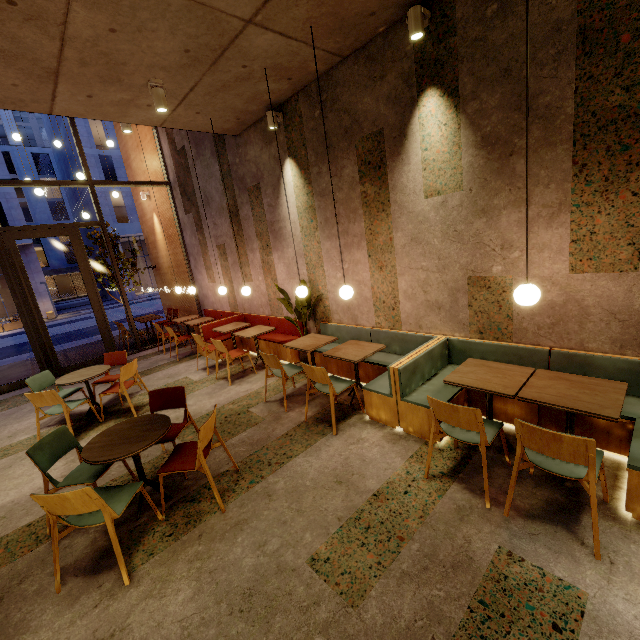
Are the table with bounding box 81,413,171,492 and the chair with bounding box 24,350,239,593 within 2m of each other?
yes

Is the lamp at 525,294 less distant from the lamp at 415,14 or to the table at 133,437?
the lamp at 415,14

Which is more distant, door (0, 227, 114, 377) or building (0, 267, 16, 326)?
building (0, 267, 16, 326)

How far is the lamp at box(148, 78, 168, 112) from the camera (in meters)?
4.11

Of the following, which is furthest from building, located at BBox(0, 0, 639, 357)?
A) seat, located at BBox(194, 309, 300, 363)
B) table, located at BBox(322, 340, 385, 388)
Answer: table, located at BBox(322, 340, 385, 388)

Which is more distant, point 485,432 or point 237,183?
point 237,183

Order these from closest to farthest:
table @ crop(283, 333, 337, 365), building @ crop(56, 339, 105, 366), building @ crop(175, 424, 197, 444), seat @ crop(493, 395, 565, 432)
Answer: seat @ crop(493, 395, 565, 432)
building @ crop(175, 424, 197, 444)
table @ crop(283, 333, 337, 365)
building @ crop(56, 339, 105, 366)

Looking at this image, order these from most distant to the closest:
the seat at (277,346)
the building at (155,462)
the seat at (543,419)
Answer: the seat at (277,346) < the building at (155,462) < the seat at (543,419)
